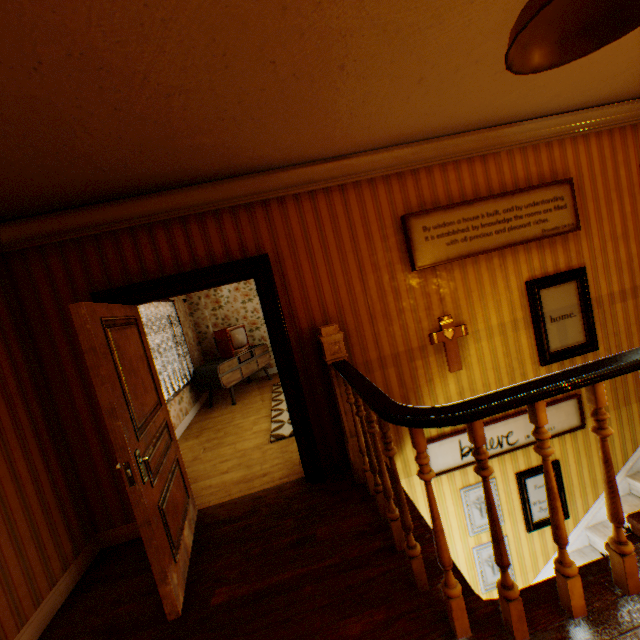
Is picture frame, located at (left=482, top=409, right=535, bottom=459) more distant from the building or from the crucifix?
the crucifix

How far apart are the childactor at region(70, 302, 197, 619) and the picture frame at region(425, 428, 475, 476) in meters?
2.5

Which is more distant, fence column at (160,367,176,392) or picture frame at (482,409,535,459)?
fence column at (160,367,176,392)

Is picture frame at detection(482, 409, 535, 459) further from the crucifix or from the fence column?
the fence column

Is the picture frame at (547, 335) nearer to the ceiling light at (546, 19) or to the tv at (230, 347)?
the ceiling light at (546, 19)

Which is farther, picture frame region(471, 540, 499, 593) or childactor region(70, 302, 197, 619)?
picture frame region(471, 540, 499, 593)

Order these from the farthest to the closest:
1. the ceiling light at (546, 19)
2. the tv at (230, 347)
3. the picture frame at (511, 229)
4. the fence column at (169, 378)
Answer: the fence column at (169, 378)
the tv at (230, 347)
the picture frame at (511, 229)
the ceiling light at (546, 19)

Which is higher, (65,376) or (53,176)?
(53,176)
